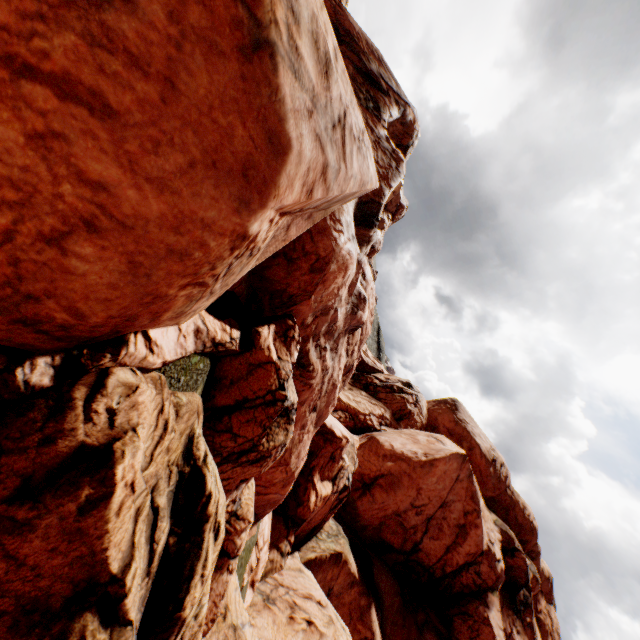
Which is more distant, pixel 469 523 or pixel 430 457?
pixel 469 523
